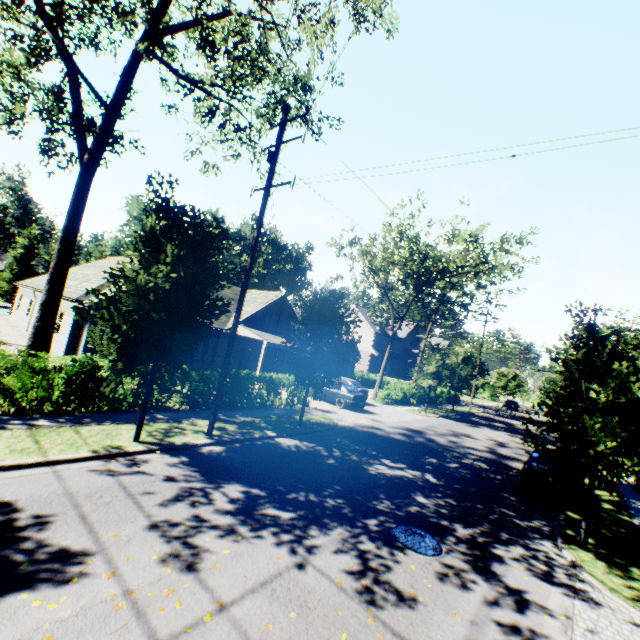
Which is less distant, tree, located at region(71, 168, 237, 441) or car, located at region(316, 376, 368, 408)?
tree, located at region(71, 168, 237, 441)

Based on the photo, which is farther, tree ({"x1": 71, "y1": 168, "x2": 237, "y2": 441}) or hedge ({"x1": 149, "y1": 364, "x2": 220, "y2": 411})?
hedge ({"x1": 149, "y1": 364, "x2": 220, "y2": 411})

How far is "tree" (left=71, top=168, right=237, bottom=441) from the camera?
8.07m

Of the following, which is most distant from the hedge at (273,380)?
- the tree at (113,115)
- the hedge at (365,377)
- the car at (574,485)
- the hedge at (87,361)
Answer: the hedge at (365,377)

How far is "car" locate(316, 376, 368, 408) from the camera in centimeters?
2104cm

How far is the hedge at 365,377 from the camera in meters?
41.8 m

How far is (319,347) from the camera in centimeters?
1386cm

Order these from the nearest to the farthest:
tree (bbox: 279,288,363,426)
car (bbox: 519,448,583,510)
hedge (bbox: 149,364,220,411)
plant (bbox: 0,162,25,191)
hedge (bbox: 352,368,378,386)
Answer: car (bbox: 519,448,583,510) → hedge (bbox: 149,364,220,411) → tree (bbox: 279,288,363,426) → hedge (bbox: 352,368,378,386) → plant (bbox: 0,162,25,191)
